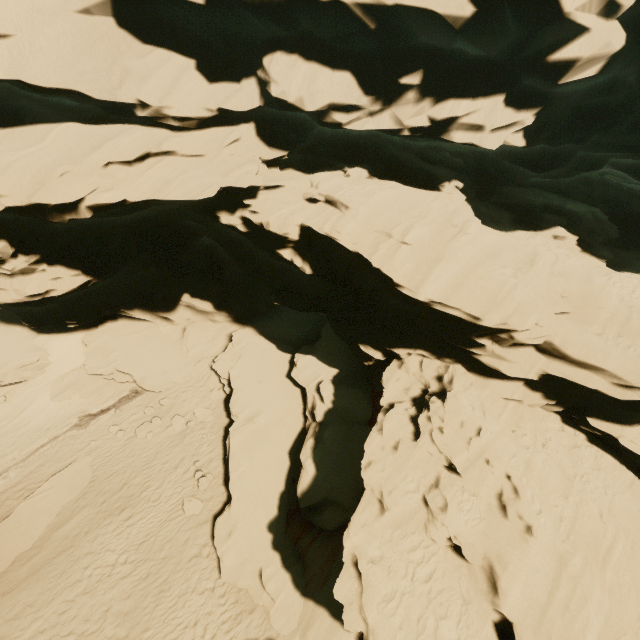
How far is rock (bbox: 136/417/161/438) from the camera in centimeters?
1665cm

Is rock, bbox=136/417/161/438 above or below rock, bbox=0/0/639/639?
below

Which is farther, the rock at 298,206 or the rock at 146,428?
the rock at 146,428

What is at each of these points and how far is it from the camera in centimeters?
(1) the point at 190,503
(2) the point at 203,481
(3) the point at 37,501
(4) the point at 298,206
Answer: (1) rock, 1348cm
(2) rock, 1412cm
(3) rock, 1441cm
(4) rock, 1204cm

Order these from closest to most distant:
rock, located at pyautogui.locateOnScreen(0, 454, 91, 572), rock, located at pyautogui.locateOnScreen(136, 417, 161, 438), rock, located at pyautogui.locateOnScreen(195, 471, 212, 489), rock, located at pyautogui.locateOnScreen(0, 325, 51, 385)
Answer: rock, located at pyautogui.locateOnScreen(0, 454, 91, 572)
rock, located at pyautogui.locateOnScreen(195, 471, 212, 489)
rock, located at pyautogui.locateOnScreen(136, 417, 161, 438)
rock, located at pyautogui.locateOnScreen(0, 325, 51, 385)

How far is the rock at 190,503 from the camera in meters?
13.2 m
